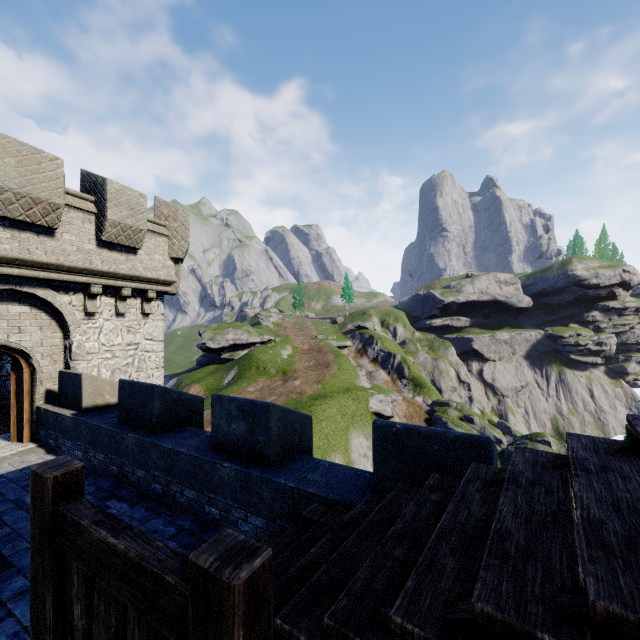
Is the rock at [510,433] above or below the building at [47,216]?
below

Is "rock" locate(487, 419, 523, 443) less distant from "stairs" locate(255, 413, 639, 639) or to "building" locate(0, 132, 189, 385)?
"building" locate(0, 132, 189, 385)

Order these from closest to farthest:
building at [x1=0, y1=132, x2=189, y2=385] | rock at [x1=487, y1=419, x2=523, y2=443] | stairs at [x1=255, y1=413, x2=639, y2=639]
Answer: stairs at [x1=255, y1=413, x2=639, y2=639] → building at [x1=0, y1=132, x2=189, y2=385] → rock at [x1=487, y1=419, x2=523, y2=443]

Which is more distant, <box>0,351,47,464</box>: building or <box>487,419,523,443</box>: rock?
<box>487,419,523,443</box>: rock

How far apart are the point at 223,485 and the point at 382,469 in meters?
2.6

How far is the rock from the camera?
53.1m

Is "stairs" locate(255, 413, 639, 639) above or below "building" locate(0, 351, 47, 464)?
above

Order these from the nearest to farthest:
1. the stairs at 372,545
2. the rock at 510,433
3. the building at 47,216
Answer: the stairs at 372,545, the building at 47,216, the rock at 510,433
